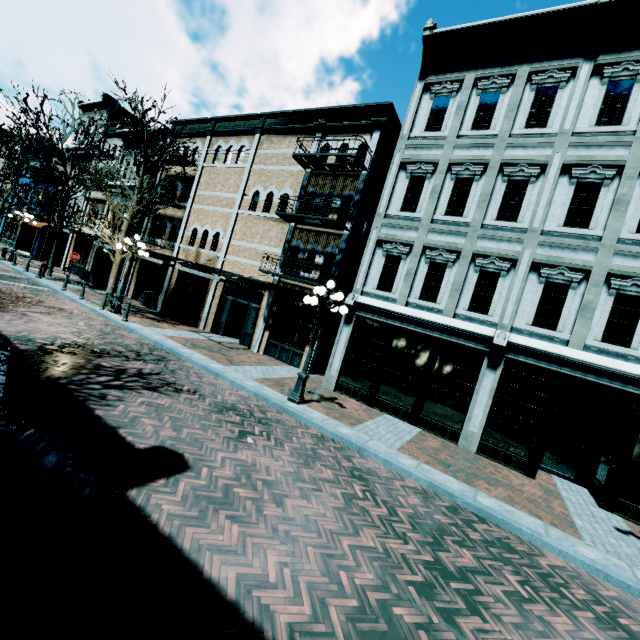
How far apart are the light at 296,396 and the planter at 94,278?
19.0m

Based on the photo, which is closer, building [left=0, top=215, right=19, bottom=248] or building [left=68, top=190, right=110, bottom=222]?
building [left=68, top=190, right=110, bottom=222]

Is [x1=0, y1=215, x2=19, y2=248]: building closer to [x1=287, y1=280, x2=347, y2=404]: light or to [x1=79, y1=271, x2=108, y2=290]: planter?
[x1=79, y1=271, x2=108, y2=290]: planter

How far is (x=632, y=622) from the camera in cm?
441

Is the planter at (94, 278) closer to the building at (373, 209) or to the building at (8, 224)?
the building at (8, 224)

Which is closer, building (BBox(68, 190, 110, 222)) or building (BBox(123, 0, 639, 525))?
building (BBox(123, 0, 639, 525))

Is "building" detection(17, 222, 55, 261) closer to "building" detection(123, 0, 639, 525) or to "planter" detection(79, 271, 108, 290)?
"planter" detection(79, 271, 108, 290)

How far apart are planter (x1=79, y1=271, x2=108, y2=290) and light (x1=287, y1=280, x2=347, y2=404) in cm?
1895
